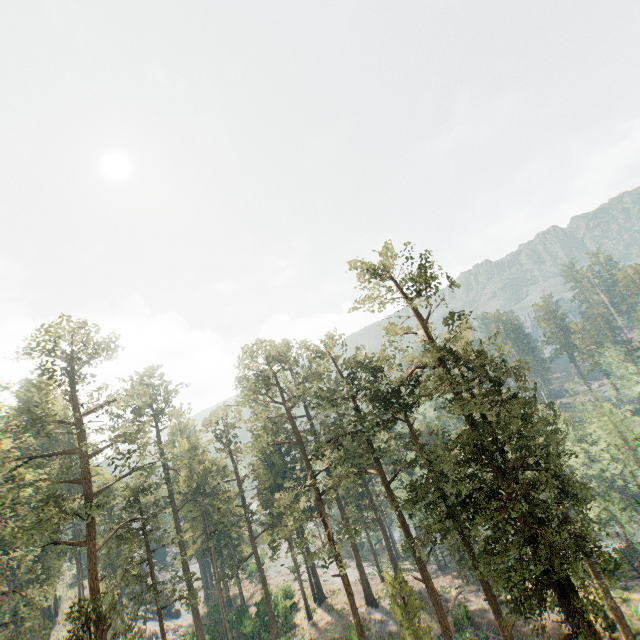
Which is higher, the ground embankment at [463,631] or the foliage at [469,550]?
the foliage at [469,550]

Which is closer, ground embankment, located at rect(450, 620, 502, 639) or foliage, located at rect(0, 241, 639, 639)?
foliage, located at rect(0, 241, 639, 639)

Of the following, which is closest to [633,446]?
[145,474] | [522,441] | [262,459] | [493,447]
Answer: [493,447]

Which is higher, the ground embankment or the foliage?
the foliage

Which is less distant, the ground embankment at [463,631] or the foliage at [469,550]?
the foliage at [469,550]
